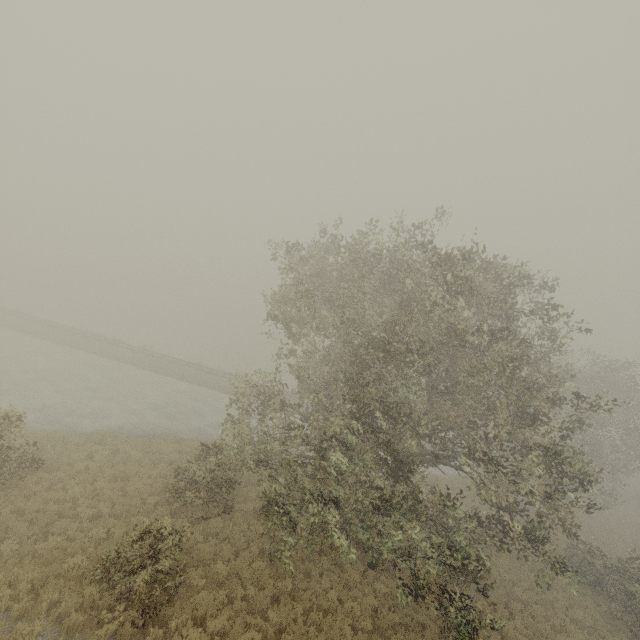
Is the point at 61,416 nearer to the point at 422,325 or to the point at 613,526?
the point at 422,325
